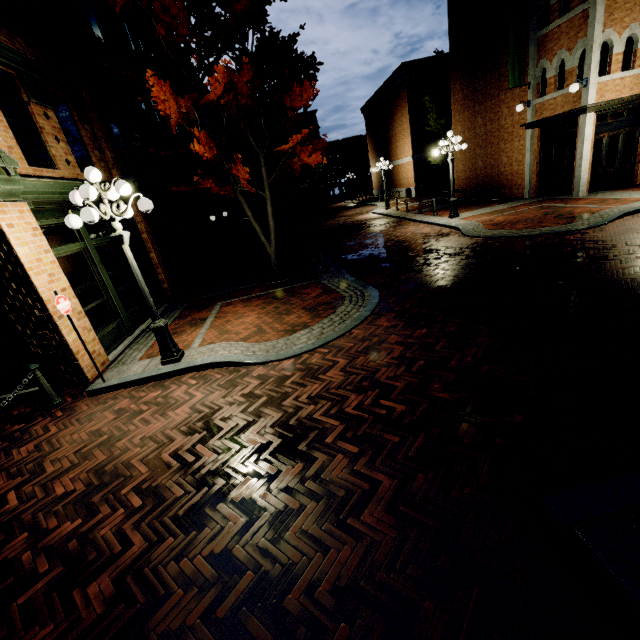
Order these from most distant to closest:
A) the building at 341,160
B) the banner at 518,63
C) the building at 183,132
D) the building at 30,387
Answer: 1. the building at 341,160
2. the building at 183,132
3. the banner at 518,63
4. the building at 30,387

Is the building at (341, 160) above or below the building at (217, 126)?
below

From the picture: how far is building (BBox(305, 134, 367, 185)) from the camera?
57.8m

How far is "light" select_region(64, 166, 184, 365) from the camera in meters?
5.0 m

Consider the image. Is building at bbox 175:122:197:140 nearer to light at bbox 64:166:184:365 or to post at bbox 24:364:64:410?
post at bbox 24:364:64:410

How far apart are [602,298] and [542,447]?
4.04m

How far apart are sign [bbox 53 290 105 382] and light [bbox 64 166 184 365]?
1.08m
